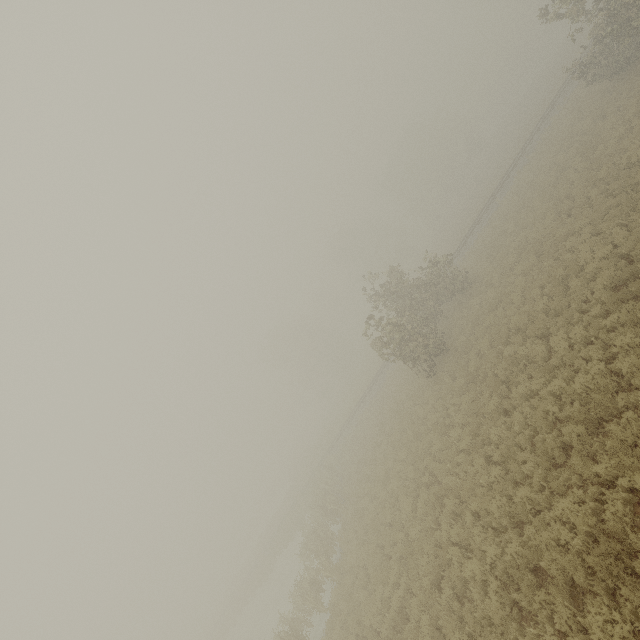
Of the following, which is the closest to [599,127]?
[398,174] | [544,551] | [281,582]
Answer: [544,551]
